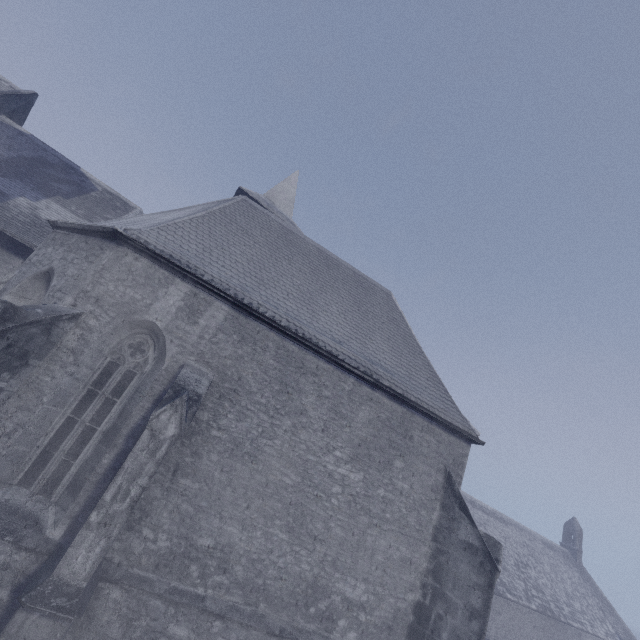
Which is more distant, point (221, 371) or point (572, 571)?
point (572, 571)
